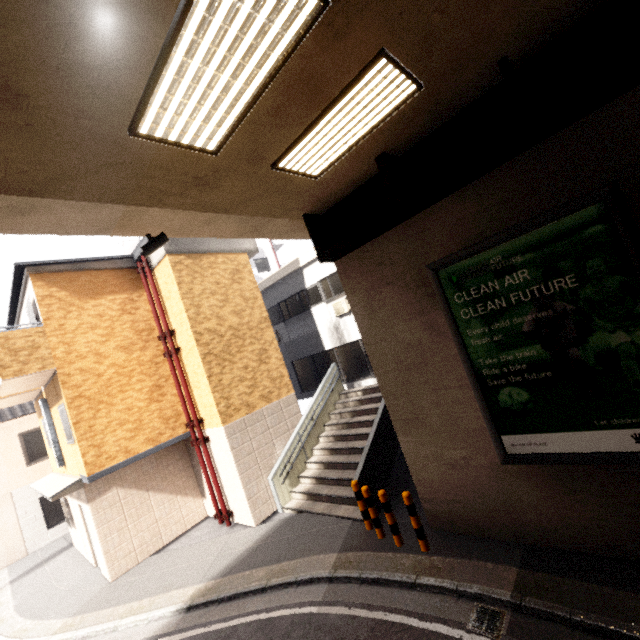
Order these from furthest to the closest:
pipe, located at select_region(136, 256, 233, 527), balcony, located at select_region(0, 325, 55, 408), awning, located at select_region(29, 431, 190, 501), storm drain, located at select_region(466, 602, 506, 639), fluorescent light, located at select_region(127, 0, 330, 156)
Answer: pipe, located at select_region(136, 256, 233, 527)
awning, located at select_region(29, 431, 190, 501)
balcony, located at select_region(0, 325, 55, 408)
storm drain, located at select_region(466, 602, 506, 639)
fluorescent light, located at select_region(127, 0, 330, 156)

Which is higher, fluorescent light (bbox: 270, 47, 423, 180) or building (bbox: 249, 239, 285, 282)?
building (bbox: 249, 239, 285, 282)

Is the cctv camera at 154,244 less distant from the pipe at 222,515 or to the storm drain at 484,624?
the pipe at 222,515

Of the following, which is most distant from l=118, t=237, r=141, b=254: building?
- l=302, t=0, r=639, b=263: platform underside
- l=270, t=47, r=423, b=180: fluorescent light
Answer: l=270, t=47, r=423, b=180: fluorescent light

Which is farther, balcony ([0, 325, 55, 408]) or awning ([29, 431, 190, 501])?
awning ([29, 431, 190, 501])

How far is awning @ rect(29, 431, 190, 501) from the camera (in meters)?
8.70

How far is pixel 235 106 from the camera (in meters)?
3.35

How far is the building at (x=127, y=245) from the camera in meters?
23.5 m
